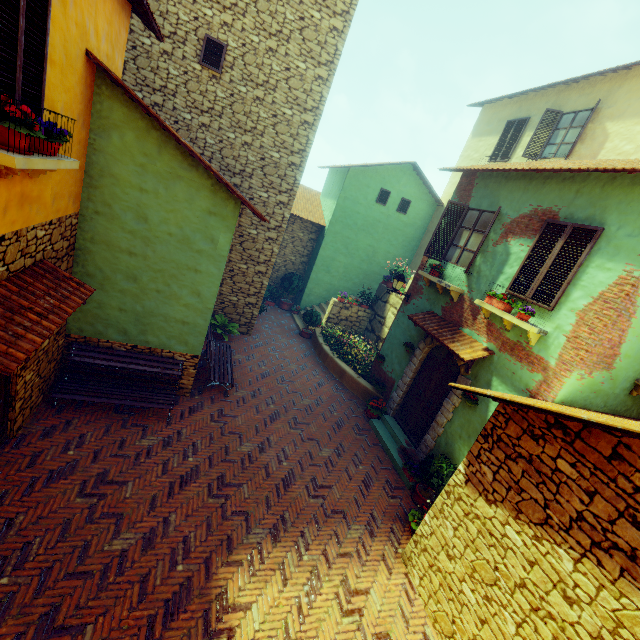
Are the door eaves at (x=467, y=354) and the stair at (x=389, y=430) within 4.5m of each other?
yes

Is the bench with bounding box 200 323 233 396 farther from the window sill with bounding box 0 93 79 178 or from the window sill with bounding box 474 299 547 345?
the window sill with bounding box 474 299 547 345

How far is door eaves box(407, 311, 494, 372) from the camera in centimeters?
720cm

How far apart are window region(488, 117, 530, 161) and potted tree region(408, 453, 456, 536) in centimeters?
1227cm

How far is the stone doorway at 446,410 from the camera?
7.8 meters

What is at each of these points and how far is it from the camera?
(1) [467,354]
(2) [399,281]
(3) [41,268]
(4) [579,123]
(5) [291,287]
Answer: (1) door eaves, 7.2 meters
(2) street light, 9.9 meters
(3) door eaves, 4.7 meters
(4) window, 10.8 meters
(5) potted tree, 16.1 meters

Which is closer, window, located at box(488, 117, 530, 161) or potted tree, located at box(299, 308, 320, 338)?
window, located at box(488, 117, 530, 161)

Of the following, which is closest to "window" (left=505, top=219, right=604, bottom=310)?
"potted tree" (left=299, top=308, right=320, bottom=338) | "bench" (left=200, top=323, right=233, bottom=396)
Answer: "bench" (left=200, top=323, right=233, bottom=396)
